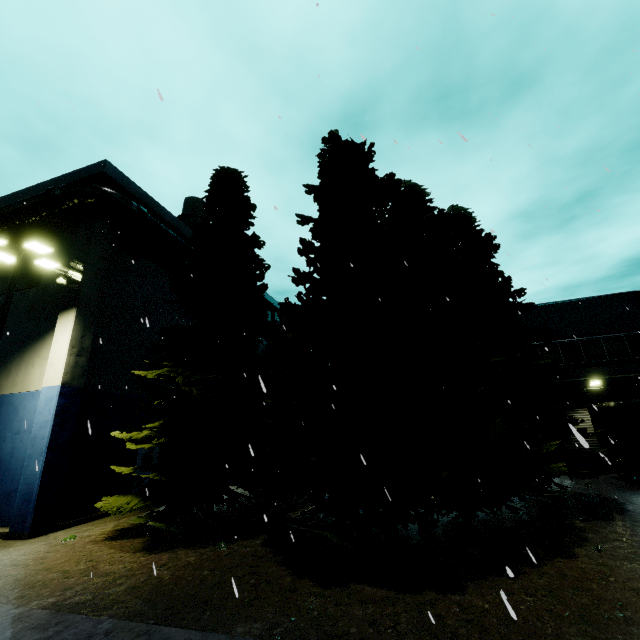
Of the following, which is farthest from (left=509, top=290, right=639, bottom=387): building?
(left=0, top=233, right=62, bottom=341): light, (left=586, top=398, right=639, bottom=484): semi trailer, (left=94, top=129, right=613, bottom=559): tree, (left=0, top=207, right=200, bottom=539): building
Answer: (left=0, top=233, right=62, bottom=341): light

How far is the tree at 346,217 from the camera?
8.5 meters

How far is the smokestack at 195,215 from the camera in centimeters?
3409cm

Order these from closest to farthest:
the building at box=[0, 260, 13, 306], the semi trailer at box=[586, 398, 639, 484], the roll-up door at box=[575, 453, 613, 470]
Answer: the semi trailer at box=[586, 398, 639, 484], the building at box=[0, 260, 13, 306], the roll-up door at box=[575, 453, 613, 470]

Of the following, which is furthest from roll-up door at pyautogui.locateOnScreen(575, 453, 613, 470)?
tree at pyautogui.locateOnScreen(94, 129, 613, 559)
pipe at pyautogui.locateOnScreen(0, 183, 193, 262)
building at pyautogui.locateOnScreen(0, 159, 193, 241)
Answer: pipe at pyautogui.locateOnScreen(0, 183, 193, 262)

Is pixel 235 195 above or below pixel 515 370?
above

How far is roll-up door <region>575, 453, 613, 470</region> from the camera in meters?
18.0

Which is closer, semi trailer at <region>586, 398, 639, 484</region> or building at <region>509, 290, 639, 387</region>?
→ semi trailer at <region>586, 398, 639, 484</region>
